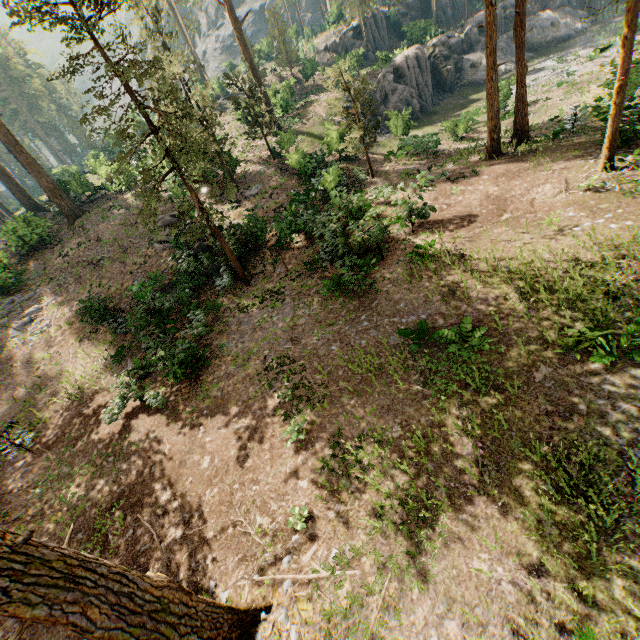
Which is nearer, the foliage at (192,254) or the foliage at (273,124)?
the foliage at (192,254)

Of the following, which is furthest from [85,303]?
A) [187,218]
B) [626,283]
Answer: [626,283]

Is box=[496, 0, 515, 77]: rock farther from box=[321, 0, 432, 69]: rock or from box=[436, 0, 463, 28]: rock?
box=[436, 0, 463, 28]: rock

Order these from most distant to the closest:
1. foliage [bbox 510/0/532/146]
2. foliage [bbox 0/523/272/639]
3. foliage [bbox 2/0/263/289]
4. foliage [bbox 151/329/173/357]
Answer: foliage [bbox 510/0/532/146], foliage [bbox 151/329/173/357], foliage [bbox 2/0/263/289], foliage [bbox 0/523/272/639]

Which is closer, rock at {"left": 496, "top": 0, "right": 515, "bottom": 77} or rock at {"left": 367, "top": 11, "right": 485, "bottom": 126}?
rock at {"left": 367, "top": 11, "right": 485, "bottom": 126}

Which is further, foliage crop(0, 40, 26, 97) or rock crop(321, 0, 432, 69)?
foliage crop(0, 40, 26, 97)

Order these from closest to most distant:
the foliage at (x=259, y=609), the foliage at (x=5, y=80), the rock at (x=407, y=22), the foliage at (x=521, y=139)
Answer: the foliage at (x=259, y=609)
the foliage at (x=521, y=139)
the rock at (x=407, y=22)
the foliage at (x=5, y=80)

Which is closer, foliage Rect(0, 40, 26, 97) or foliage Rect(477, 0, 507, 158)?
foliage Rect(477, 0, 507, 158)
